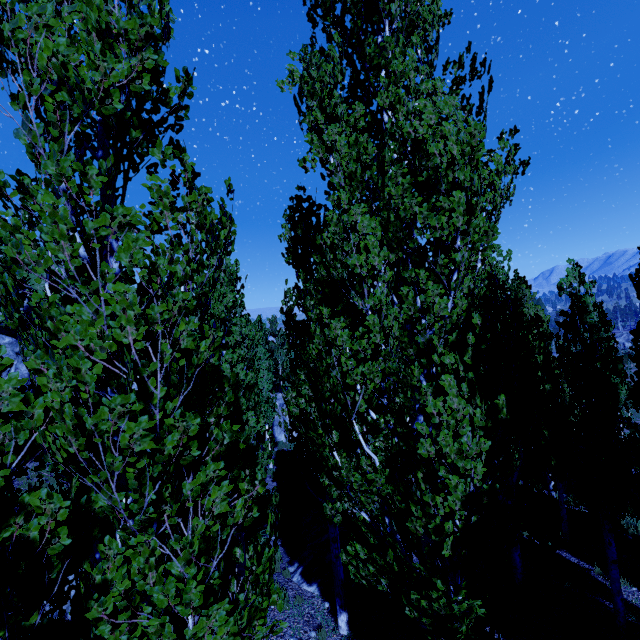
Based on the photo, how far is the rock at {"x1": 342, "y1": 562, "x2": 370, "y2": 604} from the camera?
8.61m

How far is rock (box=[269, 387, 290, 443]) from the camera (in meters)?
26.31

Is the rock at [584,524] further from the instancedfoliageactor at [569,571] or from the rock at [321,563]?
the rock at [321,563]

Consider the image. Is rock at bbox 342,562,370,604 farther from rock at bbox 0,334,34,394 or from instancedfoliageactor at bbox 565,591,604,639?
rock at bbox 0,334,34,394

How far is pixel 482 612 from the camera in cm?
290

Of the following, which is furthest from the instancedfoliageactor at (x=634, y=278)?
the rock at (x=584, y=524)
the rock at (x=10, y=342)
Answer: the rock at (x=584, y=524)

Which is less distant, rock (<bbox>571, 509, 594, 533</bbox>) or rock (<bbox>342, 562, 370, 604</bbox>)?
rock (<bbox>342, 562, 370, 604</bbox>)

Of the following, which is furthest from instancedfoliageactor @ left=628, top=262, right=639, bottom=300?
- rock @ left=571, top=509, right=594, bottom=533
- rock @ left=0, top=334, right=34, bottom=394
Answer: rock @ left=571, top=509, right=594, bottom=533
